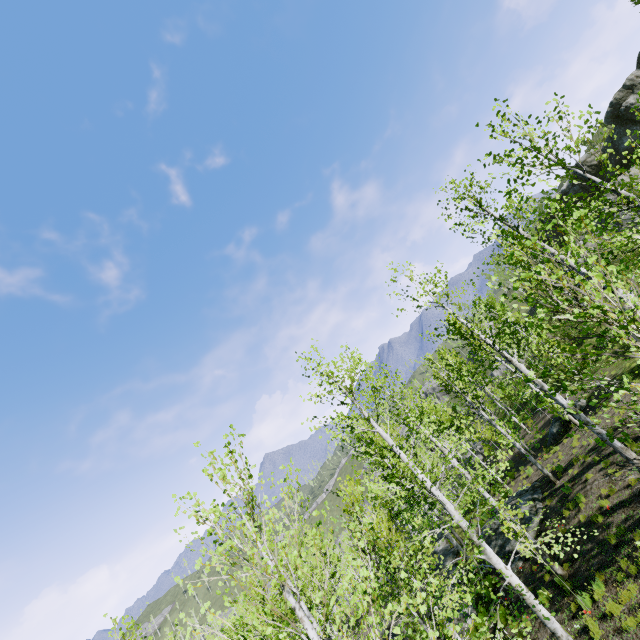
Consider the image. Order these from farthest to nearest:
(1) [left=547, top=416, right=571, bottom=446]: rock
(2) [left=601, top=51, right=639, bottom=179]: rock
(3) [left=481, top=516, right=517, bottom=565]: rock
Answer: (2) [left=601, top=51, right=639, bottom=179]: rock
(1) [left=547, top=416, right=571, bottom=446]: rock
(3) [left=481, top=516, right=517, bottom=565]: rock

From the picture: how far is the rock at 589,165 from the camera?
35.8 meters

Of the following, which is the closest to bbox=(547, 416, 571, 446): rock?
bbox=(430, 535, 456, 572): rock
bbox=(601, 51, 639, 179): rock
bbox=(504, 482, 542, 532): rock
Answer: bbox=(504, 482, 542, 532): rock

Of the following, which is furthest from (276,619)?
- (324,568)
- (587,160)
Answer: (587,160)

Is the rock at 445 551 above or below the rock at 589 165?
below

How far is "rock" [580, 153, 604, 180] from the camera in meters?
35.8 m

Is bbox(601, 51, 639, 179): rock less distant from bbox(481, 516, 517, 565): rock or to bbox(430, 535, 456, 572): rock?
bbox(481, 516, 517, 565): rock

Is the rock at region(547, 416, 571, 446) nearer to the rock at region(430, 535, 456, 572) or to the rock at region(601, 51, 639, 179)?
the rock at region(430, 535, 456, 572)
